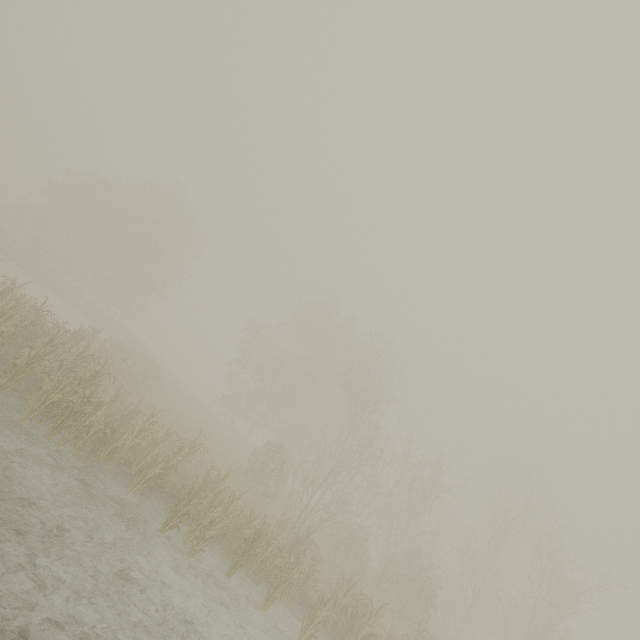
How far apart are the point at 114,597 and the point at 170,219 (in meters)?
37.24
